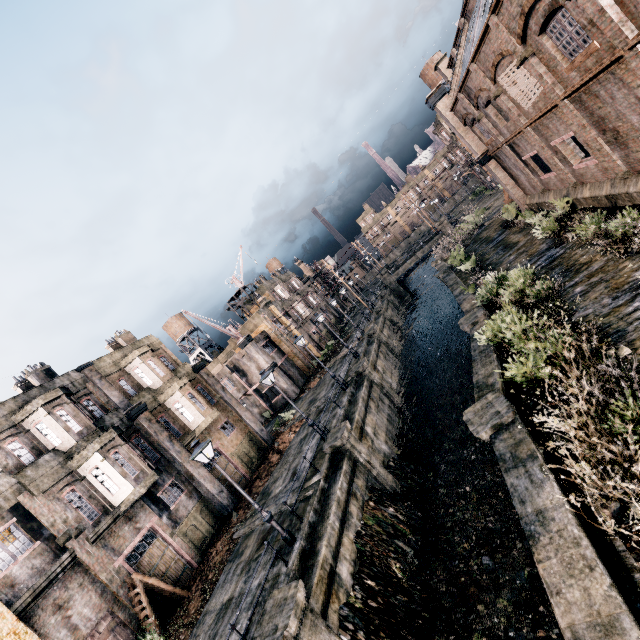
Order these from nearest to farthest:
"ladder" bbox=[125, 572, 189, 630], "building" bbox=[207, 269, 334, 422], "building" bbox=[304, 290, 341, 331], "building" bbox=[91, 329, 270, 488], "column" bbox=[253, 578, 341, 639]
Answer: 1. "column" bbox=[253, 578, 341, 639]
2. "ladder" bbox=[125, 572, 189, 630]
3. "building" bbox=[91, 329, 270, 488]
4. "building" bbox=[207, 269, 334, 422]
5. "building" bbox=[304, 290, 341, 331]

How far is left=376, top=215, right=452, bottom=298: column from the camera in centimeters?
5334cm

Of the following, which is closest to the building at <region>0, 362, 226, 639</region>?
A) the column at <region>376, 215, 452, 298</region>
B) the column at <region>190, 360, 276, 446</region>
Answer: the column at <region>190, 360, 276, 446</region>

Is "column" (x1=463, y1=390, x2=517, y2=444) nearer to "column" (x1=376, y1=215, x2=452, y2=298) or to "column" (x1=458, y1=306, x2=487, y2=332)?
"column" (x1=458, y1=306, x2=487, y2=332)

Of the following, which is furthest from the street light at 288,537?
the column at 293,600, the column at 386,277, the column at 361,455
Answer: the column at 386,277

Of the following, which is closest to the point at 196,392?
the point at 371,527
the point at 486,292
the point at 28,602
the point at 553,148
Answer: the point at 28,602

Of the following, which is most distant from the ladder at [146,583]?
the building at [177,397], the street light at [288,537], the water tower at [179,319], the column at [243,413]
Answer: the water tower at [179,319]

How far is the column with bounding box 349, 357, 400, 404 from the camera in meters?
25.5
